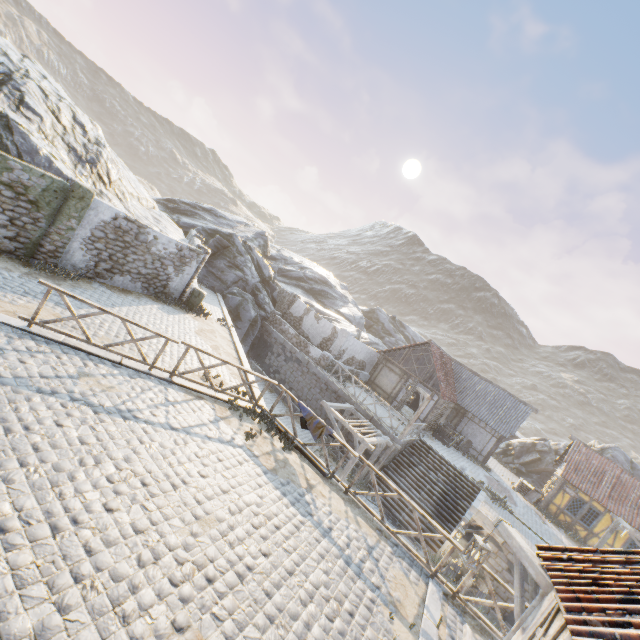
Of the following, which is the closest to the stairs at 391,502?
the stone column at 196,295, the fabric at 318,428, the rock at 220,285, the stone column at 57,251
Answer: the rock at 220,285

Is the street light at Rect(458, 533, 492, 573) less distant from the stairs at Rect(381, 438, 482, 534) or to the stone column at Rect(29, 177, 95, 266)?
the stairs at Rect(381, 438, 482, 534)

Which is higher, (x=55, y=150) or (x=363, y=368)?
(x=55, y=150)

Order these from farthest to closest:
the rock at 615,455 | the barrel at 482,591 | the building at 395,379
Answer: the rock at 615,455 → the building at 395,379 → the barrel at 482,591

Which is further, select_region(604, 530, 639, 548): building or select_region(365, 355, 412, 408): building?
select_region(365, 355, 412, 408): building

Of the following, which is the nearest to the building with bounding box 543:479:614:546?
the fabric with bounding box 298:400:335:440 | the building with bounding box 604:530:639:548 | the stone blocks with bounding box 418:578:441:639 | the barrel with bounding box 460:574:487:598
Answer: the building with bounding box 604:530:639:548

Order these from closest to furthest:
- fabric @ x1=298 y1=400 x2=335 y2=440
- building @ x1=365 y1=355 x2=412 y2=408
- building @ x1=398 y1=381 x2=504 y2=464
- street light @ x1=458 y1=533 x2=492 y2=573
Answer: street light @ x1=458 y1=533 x2=492 y2=573 → fabric @ x1=298 y1=400 x2=335 y2=440 → building @ x1=398 y1=381 x2=504 y2=464 → building @ x1=365 y1=355 x2=412 y2=408

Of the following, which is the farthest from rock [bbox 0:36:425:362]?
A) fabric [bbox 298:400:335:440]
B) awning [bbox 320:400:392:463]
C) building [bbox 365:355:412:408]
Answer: fabric [bbox 298:400:335:440]
